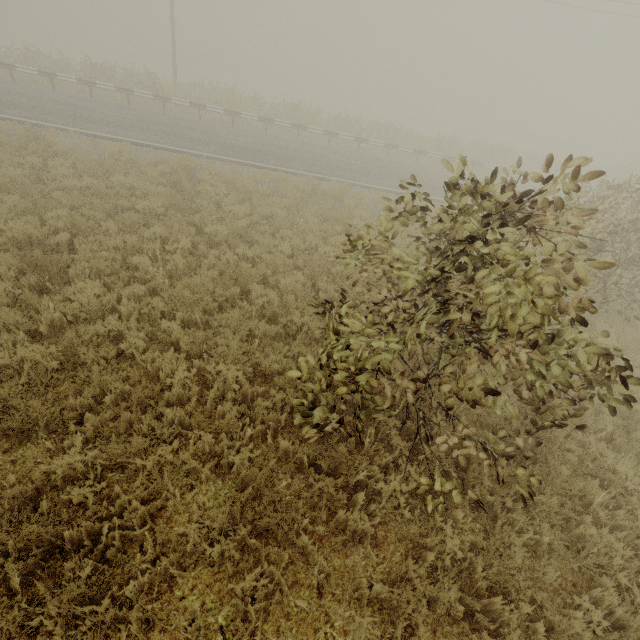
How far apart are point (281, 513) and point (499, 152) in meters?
32.2 m
